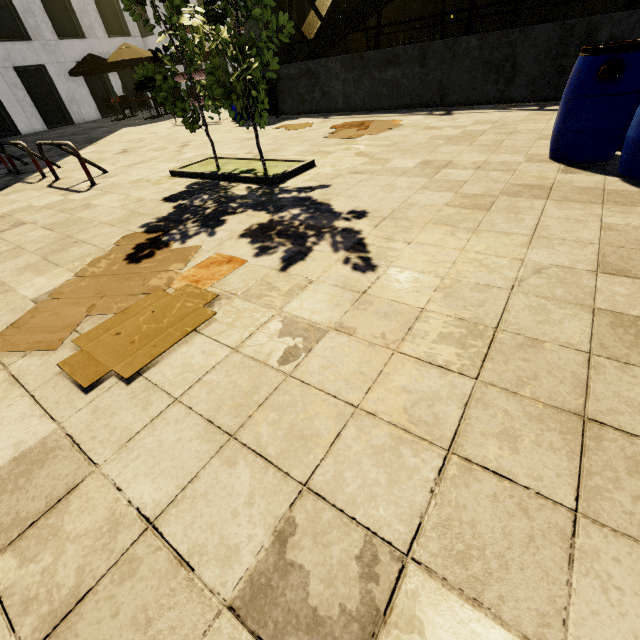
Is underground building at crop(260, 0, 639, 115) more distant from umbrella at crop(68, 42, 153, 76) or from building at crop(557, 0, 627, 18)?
building at crop(557, 0, 627, 18)

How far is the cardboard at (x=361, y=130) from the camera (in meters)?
6.50

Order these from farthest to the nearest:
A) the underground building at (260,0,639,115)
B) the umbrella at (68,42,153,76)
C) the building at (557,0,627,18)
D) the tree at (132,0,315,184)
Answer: the building at (557,0,627,18) < the umbrella at (68,42,153,76) < the underground building at (260,0,639,115) < the tree at (132,0,315,184)

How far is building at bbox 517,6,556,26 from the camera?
32.7m

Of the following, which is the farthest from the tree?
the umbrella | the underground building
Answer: the umbrella

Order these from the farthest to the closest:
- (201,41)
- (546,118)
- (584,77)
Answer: (546,118), (201,41), (584,77)

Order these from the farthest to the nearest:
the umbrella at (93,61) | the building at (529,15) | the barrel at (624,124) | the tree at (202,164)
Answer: the building at (529,15), the umbrella at (93,61), the tree at (202,164), the barrel at (624,124)

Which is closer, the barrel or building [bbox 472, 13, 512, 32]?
the barrel
